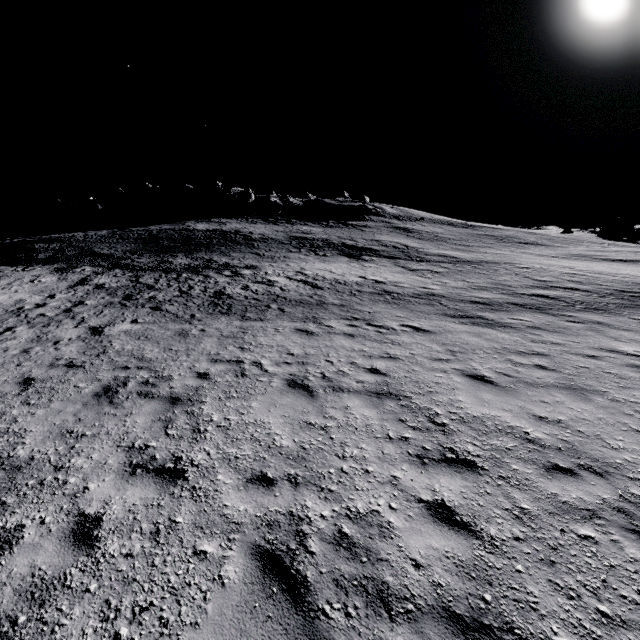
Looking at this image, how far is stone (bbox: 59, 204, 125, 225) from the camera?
52.7 meters

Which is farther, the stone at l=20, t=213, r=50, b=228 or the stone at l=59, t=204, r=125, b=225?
the stone at l=20, t=213, r=50, b=228

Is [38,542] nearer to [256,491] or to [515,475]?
[256,491]

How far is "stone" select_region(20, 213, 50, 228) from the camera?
53.2 meters

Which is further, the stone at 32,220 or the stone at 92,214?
the stone at 32,220

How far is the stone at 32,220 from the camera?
53.2m
